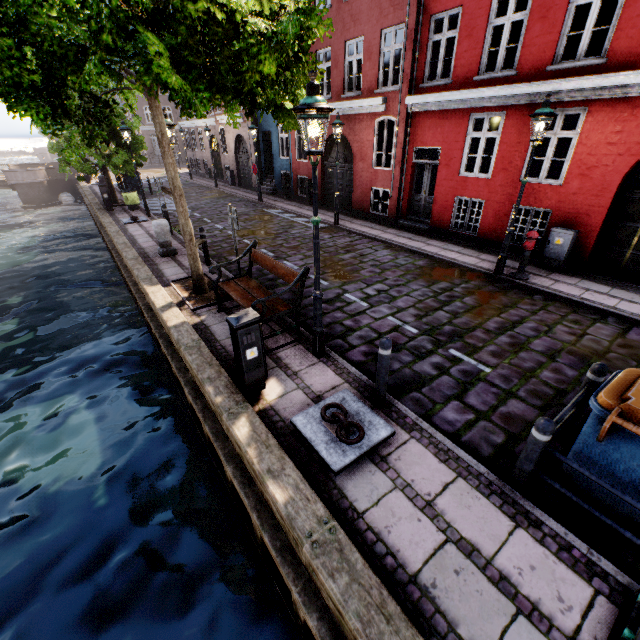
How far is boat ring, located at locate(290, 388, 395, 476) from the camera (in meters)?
3.83

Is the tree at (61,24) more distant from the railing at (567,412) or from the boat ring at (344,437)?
the railing at (567,412)

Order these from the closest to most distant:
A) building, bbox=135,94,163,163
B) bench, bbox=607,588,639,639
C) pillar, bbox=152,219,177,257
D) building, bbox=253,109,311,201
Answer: bench, bbox=607,588,639,639 < pillar, bbox=152,219,177,257 < building, bbox=253,109,311,201 < building, bbox=135,94,163,163

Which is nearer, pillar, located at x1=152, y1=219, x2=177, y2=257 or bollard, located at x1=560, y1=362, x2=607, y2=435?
bollard, located at x1=560, y1=362, x2=607, y2=435

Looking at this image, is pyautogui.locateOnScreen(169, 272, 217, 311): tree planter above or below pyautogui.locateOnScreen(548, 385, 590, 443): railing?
below

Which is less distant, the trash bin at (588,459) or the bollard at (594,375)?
the trash bin at (588,459)

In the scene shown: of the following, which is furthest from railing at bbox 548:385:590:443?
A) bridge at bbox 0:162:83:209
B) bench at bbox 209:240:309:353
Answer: bridge at bbox 0:162:83:209

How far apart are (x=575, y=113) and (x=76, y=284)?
19.15m
